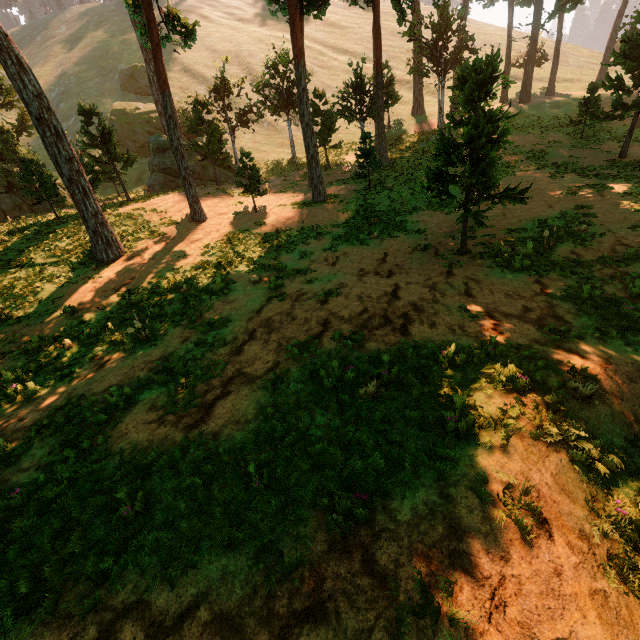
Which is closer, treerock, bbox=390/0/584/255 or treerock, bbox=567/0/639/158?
treerock, bbox=390/0/584/255

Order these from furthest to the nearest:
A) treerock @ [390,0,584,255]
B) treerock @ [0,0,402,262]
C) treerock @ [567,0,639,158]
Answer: → treerock @ [567,0,639,158], treerock @ [0,0,402,262], treerock @ [390,0,584,255]

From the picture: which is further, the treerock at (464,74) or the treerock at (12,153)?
the treerock at (12,153)

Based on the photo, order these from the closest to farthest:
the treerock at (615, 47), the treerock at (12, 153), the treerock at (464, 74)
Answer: the treerock at (464, 74) < the treerock at (12, 153) < the treerock at (615, 47)

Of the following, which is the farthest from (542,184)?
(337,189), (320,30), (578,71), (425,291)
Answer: (320,30)
